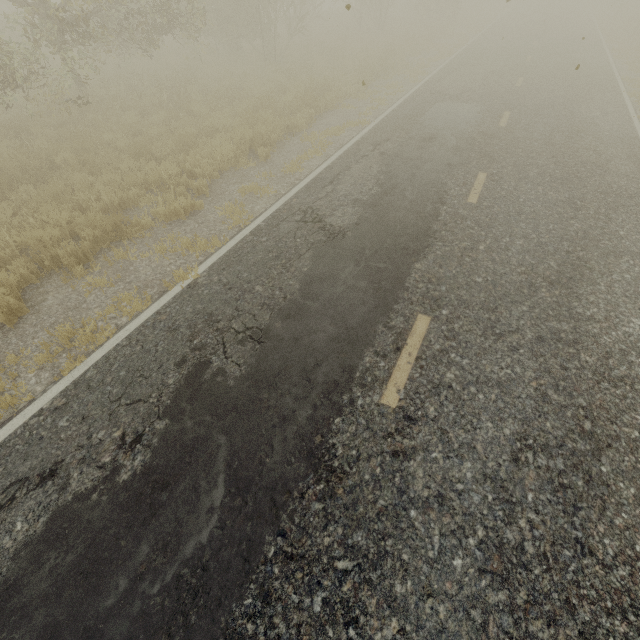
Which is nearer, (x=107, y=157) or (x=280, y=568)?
(x=280, y=568)

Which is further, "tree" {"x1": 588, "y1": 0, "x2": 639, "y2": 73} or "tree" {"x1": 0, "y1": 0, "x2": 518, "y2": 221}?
"tree" {"x1": 588, "y1": 0, "x2": 639, "y2": 73}

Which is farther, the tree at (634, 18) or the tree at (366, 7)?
the tree at (634, 18)
